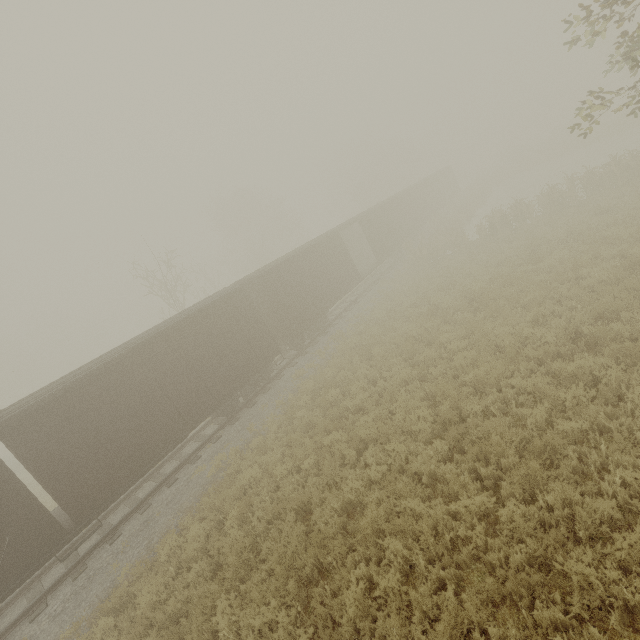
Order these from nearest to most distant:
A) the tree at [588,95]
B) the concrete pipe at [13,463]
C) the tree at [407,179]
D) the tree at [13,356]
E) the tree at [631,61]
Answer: the tree at [631,61], the tree at [588,95], the concrete pipe at [13,463], the tree at [407,179], the tree at [13,356]

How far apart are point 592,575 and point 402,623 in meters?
2.6 m

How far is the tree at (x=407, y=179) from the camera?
45.7m

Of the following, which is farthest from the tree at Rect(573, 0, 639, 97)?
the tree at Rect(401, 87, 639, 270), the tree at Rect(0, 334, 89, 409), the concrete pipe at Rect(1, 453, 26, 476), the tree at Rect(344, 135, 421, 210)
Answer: the tree at Rect(0, 334, 89, 409)

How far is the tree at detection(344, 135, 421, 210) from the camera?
45.7m

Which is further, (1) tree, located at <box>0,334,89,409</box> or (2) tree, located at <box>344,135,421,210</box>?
(1) tree, located at <box>0,334,89,409</box>

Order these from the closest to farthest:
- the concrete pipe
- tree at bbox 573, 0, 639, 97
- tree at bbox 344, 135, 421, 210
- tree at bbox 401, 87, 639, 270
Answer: Answer:
1. tree at bbox 573, 0, 639, 97
2. tree at bbox 401, 87, 639, 270
3. the concrete pipe
4. tree at bbox 344, 135, 421, 210

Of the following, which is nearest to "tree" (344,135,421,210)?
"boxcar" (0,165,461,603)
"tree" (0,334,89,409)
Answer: "boxcar" (0,165,461,603)
